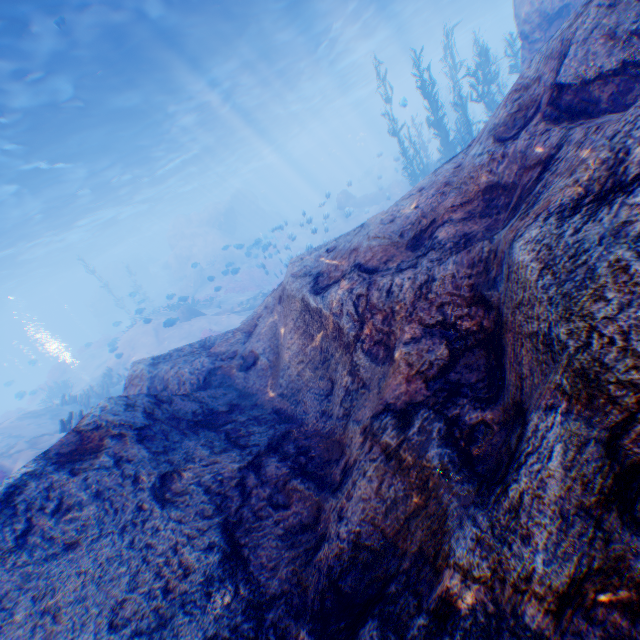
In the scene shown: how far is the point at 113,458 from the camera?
3.59m

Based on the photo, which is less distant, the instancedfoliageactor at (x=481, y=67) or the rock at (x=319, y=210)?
the instancedfoliageactor at (x=481, y=67)

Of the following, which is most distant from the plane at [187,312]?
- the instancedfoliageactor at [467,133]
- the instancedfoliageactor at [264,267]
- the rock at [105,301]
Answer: the rock at [105,301]

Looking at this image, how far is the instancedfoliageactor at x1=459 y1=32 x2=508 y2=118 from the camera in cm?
1337

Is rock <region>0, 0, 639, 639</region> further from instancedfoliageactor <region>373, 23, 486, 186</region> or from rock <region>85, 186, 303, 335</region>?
rock <region>85, 186, 303, 335</region>

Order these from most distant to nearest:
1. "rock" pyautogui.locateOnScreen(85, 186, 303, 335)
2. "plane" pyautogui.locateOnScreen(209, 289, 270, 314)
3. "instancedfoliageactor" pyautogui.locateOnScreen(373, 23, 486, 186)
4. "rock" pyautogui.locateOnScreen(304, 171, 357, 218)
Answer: "rock" pyautogui.locateOnScreen(85, 186, 303, 335), "rock" pyautogui.locateOnScreen(304, 171, 357, 218), "plane" pyautogui.locateOnScreen(209, 289, 270, 314), "instancedfoliageactor" pyautogui.locateOnScreen(373, 23, 486, 186)

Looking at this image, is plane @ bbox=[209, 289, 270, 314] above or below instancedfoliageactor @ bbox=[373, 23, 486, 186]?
below

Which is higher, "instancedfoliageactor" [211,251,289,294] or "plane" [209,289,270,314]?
"instancedfoliageactor" [211,251,289,294]
